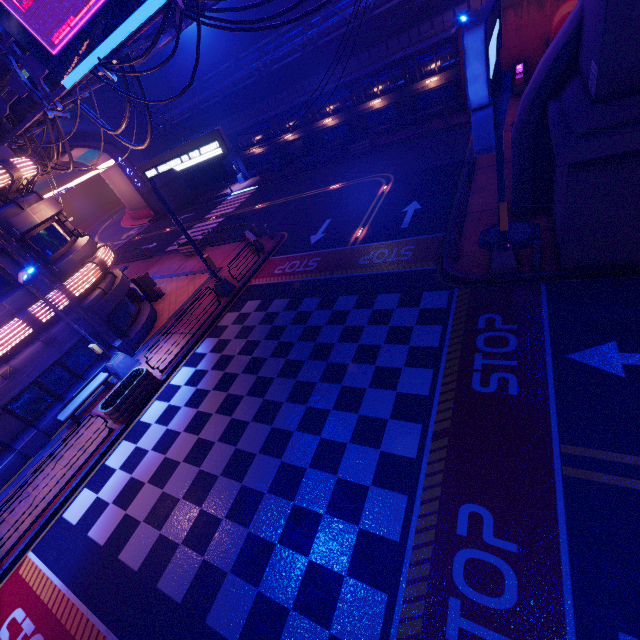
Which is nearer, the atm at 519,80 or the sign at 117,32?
the sign at 117,32

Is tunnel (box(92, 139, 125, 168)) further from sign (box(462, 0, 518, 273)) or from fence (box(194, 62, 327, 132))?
sign (box(462, 0, 518, 273))

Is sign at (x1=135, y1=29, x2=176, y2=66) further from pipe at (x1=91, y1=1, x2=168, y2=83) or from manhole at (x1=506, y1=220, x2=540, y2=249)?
manhole at (x1=506, y1=220, x2=540, y2=249)

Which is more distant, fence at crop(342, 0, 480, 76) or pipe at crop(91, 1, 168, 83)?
fence at crop(342, 0, 480, 76)

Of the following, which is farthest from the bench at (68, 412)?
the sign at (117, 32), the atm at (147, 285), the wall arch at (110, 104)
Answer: the wall arch at (110, 104)

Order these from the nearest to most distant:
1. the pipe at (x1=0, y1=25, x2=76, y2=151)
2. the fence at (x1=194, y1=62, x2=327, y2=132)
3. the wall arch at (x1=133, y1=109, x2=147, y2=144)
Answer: the pipe at (x1=0, y1=25, x2=76, y2=151) < the fence at (x1=194, y1=62, x2=327, y2=132) < the wall arch at (x1=133, y1=109, x2=147, y2=144)

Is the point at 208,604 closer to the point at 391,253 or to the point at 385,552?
the point at 385,552

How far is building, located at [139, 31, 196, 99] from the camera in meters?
35.8 m
